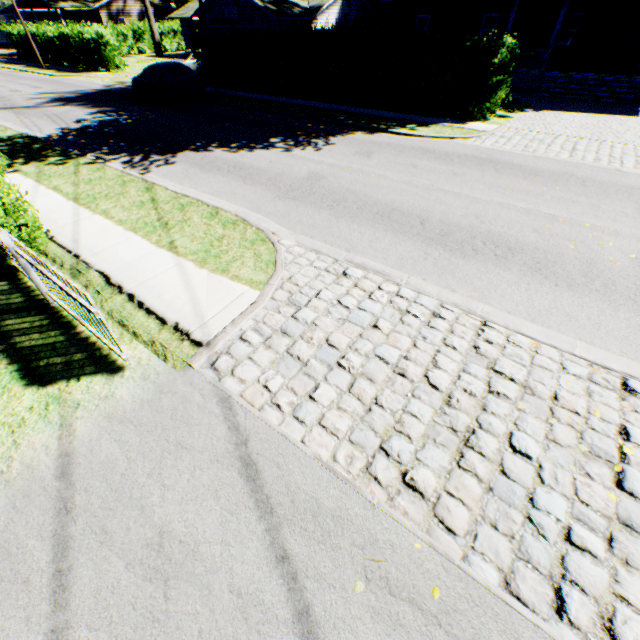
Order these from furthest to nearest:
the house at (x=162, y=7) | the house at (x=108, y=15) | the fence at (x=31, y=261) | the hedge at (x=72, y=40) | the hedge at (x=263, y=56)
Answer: the house at (x=162, y=7) < the house at (x=108, y=15) < the hedge at (x=72, y=40) < the hedge at (x=263, y=56) < the fence at (x=31, y=261)

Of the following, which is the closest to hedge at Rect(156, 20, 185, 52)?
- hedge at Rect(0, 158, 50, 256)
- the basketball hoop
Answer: the basketball hoop

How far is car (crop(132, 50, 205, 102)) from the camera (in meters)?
17.42

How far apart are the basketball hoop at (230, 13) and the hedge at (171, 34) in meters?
20.9 m

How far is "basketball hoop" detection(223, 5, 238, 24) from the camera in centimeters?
2777cm

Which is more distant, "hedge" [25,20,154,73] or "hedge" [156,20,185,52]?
"hedge" [156,20,185,52]

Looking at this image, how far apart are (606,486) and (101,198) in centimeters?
1105cm

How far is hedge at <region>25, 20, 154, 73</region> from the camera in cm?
2678
